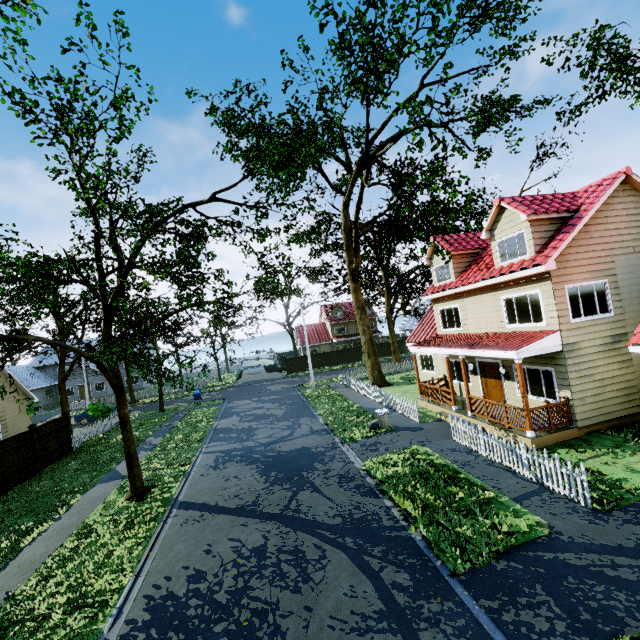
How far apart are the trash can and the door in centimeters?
493cm

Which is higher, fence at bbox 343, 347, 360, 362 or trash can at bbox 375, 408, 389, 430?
fence at bbox 343, 347, 360, 362

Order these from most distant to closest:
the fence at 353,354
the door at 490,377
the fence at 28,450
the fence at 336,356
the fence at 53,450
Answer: the fence at 353,354 < the fence at 336,356 < the fence at 53,450 < the door at 490,377 < the fence at 28,450

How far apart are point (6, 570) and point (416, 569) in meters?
11.0 m

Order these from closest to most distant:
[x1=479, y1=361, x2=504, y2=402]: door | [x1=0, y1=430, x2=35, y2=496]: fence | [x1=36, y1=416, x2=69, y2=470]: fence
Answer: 1. [x1=0, y1=430, x2=35, y2=496]: fence
2. [x1=479, y1=361, x2=504, y2=402]: door
3. [x1=36, y1=416, x2=69, y2=470]: fence

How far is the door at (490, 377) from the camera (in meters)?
14.97

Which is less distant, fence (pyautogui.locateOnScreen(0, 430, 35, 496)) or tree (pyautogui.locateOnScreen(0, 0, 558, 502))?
tree (pyautogui.locateOnScreen(0, 0, 558, 502))

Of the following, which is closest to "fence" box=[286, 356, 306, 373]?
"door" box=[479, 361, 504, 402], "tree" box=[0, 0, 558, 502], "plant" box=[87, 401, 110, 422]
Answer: "tree" box=[0, 0, 558, 502]
